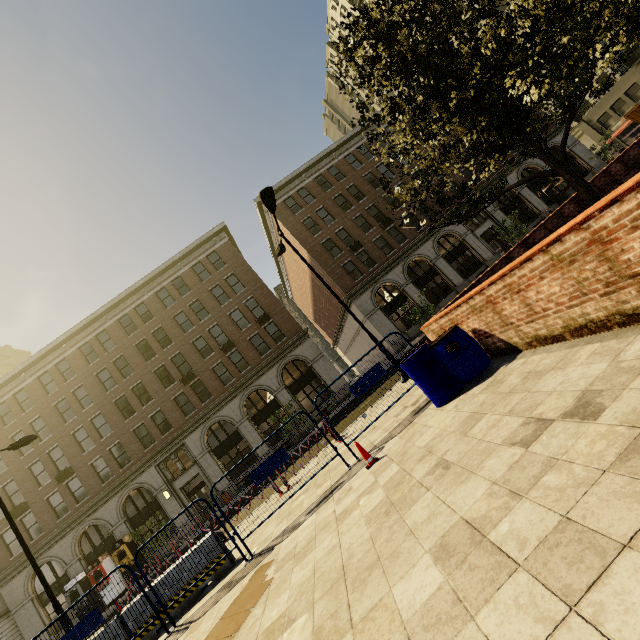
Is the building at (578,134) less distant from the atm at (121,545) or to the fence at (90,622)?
the fence at (90,622)

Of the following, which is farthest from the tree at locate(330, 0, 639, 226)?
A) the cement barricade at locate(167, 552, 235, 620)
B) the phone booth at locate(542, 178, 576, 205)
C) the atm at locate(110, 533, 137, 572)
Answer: the atm at locate(110, 533, 137, 572)

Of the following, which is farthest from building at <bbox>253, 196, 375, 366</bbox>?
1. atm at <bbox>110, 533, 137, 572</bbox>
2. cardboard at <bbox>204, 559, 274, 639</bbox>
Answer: atm at <bbox>110, 533, 137, 572</bbox>

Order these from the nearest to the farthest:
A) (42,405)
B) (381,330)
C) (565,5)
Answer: (565,5) → (42,405) → (381,330)

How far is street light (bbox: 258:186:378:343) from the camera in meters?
10.8

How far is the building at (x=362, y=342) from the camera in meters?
34.1

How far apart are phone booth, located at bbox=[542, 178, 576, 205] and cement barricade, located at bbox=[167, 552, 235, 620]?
38.6m

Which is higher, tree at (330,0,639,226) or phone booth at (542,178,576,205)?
tree at (330,0,639,226)
